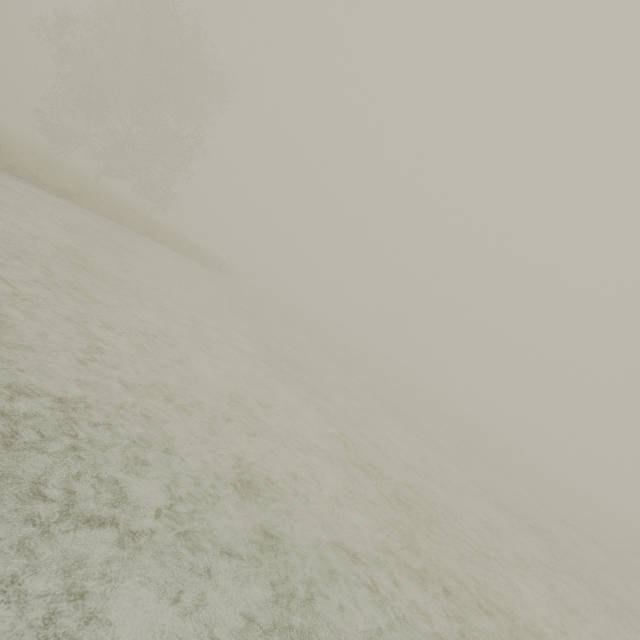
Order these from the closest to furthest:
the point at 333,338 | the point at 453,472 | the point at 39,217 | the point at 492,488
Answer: the point at 39,217 → the point at 453,472 → the point at 492,488 → the point at 333,338
